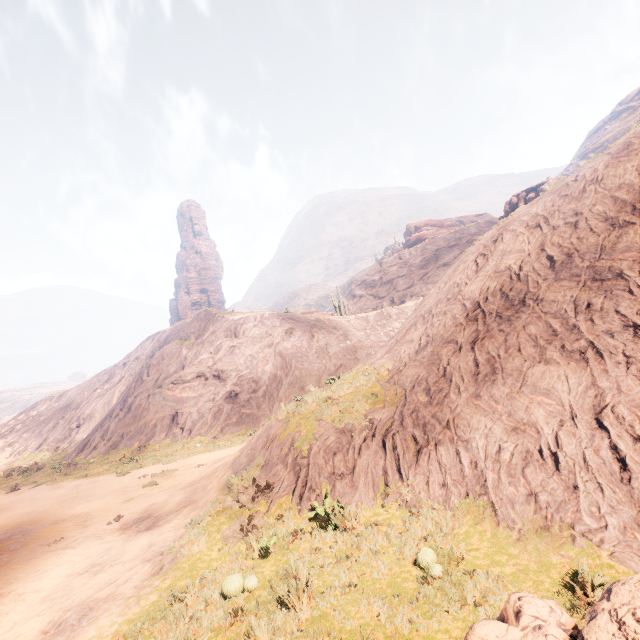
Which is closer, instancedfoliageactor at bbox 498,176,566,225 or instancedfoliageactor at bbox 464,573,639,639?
instancedfoliageactor at bbox 464,573,639,639

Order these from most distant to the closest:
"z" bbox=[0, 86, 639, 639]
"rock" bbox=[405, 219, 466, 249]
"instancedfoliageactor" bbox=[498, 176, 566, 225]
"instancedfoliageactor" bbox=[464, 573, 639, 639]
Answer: "rock" bbox=[405, 219, 466, 249] < "instancedfoliageactor" bbox=[498, 176, 566, 225] < "z" bbox=[0, 86, 639, 639] < "instancedfoliageactor" bbox=[464, 573, 639, 639]

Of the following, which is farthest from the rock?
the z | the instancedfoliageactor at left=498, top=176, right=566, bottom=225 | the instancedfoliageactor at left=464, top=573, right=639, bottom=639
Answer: the instancedfoliageactor at left=464, top=573, right=639, bottom=639

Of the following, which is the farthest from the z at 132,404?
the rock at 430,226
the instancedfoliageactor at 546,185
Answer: the instancedfoliageactor at 546,185

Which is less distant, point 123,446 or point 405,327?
point 405,327

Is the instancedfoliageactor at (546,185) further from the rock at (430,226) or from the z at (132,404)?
the rock at (430,226)

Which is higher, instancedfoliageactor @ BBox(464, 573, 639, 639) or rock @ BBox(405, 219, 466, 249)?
rock @ BBox(405, 219, 466, 249)

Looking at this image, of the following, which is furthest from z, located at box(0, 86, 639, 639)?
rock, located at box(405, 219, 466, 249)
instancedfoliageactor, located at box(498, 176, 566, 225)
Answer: instancedfoliageactor, located at box(498, 176, 566, 225)
